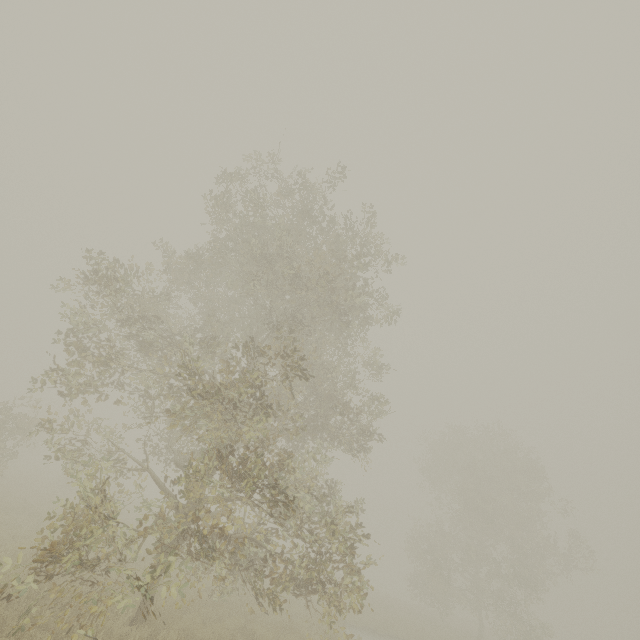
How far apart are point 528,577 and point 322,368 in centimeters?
2930cm
